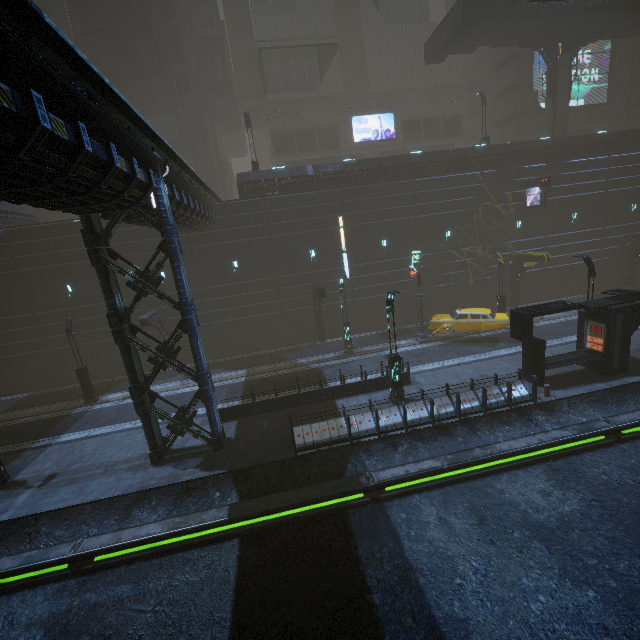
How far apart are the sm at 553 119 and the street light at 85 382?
42.8 meters

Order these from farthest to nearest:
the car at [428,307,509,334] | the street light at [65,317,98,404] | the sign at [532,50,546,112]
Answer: the sign at [532,50,546,112] < the car at [428,307,509,334] < the street light at [65,317,98,404]

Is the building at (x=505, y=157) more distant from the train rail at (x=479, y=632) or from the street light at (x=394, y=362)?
the street light at (x=394, y=362)

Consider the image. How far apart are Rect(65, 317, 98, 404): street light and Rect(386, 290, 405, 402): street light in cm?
1875

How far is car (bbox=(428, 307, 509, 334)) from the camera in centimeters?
2122cm

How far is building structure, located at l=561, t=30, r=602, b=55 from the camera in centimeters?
2866cm

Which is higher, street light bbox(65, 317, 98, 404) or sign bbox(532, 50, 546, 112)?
sign bbox(532, 50, 546, 112)

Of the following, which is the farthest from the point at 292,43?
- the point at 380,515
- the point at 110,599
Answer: the point at 110,599
